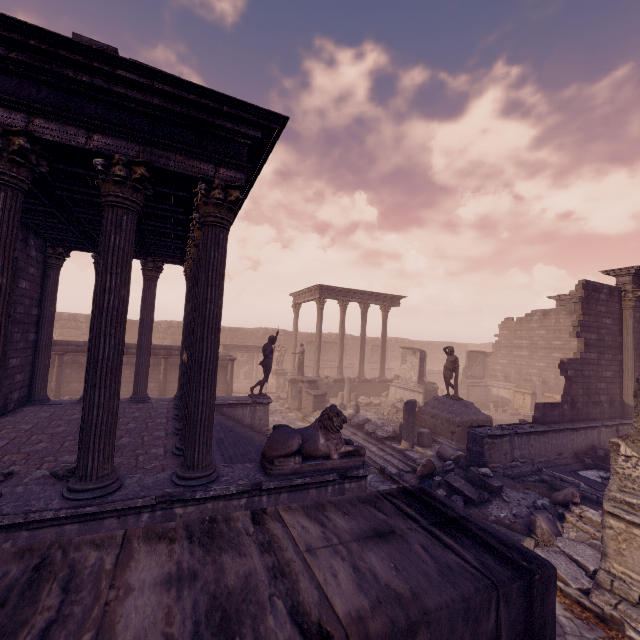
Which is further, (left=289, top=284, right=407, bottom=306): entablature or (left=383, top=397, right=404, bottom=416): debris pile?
(left=289, top=284, right=407, bottom=306): entablature

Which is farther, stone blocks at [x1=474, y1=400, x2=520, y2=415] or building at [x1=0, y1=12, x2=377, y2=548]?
stone blocks at [x1=474, y1=400, x2=520, y2=415]

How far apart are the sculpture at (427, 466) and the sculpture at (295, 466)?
3.79m

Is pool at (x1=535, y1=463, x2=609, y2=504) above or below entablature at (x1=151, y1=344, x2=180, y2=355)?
below

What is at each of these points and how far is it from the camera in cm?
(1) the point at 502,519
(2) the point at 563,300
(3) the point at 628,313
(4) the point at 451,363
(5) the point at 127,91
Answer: (1) debris pile, 771
(2) entablature, 2092
(3) column, 1384
(4) sculpture, 1369
(5) building, 474

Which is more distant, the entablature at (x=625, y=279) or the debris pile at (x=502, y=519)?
the entablature at (x=625, y=279)

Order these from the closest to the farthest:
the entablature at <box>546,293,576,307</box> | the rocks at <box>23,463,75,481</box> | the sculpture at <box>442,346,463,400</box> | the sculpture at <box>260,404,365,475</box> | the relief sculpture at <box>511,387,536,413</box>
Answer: the rocks at <box>23,463,75,481</box> → the sculpture at <box>260,404,365,475</box> → the sculpture at <box>442,346,463,400</box> → the entablature at <box>546,293,576,307</box> → the relief sculpture at <box>511,387,536,413</box>

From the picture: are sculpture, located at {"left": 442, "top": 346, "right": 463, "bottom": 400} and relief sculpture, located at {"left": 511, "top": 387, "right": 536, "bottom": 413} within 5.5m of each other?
no
